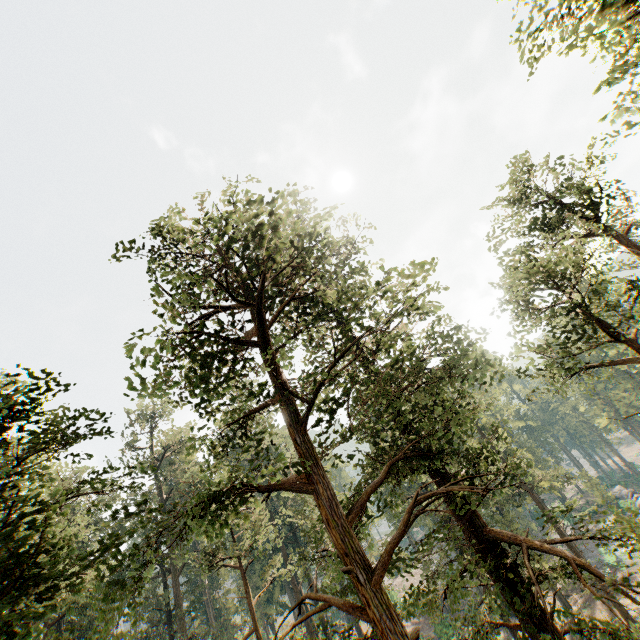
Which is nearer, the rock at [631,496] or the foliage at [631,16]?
the foliage at [631,16]

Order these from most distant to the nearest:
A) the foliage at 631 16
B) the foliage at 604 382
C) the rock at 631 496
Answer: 1. the rock at 631 496
2. the foliage at 604 382
3. the foliage at 631 16

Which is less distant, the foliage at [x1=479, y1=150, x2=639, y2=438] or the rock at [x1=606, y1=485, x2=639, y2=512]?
the foliage at [x1=479, y1=150, x2=639, y2=438]

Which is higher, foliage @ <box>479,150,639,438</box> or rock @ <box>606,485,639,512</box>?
foliage @ <box>479,150,639,438</box>

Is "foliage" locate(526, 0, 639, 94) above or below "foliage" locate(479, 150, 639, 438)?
above

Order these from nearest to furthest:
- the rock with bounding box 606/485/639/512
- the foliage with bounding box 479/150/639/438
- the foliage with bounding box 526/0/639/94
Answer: the foliage with bounding box 526/0/639/94, the foliage with bounding box 479/150/639/438, the rock with bounding box 606/485/639/512

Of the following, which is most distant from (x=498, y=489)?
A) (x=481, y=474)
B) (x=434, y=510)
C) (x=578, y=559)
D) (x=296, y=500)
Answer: (x=296, y=500)
